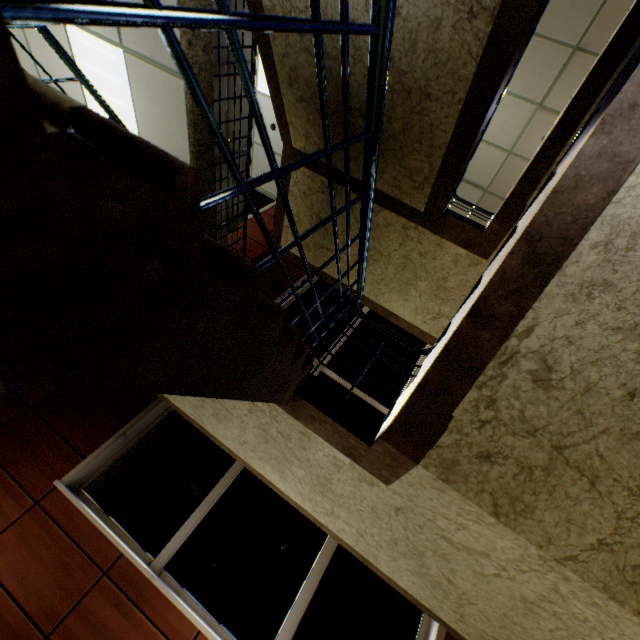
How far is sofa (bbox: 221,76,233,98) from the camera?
3.9 meters

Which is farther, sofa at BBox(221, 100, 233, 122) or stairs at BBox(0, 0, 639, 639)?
sofa at BBox(221, 100, 233, 122)

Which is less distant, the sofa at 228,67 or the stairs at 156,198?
the stairs at 156,198

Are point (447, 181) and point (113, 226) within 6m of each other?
yes
